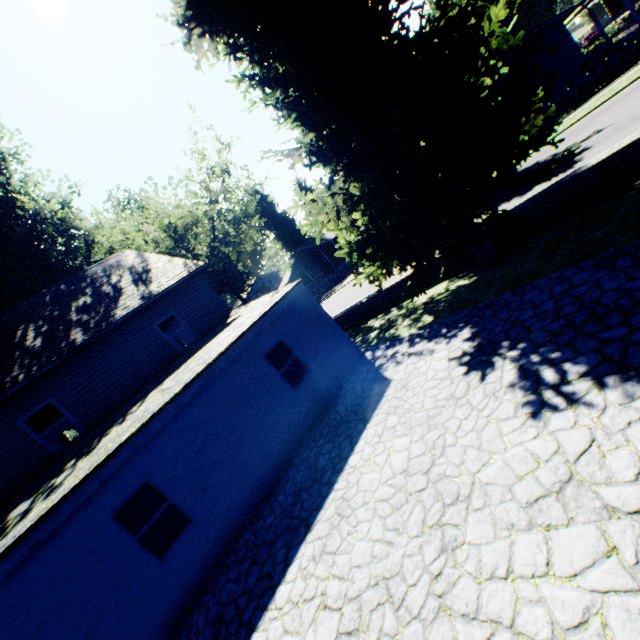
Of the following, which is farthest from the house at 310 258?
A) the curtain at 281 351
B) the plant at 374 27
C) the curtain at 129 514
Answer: the curtain at 129 514

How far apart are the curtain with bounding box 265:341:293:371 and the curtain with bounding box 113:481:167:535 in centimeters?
403cm

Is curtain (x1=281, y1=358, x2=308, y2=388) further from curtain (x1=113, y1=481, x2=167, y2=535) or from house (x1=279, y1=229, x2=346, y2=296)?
house (x1=279, y1=229, x2=346, y2=296)

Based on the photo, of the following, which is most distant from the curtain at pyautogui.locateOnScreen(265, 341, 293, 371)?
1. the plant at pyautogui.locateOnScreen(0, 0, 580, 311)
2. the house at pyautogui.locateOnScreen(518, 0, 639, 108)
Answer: the house at pyautogui.locateOnScreen(518, 0, 639, 108)

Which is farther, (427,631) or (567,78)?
(567,78)

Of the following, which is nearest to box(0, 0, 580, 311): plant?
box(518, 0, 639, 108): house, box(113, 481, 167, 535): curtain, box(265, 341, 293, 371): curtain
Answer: box(518, 0, 639, 108): house

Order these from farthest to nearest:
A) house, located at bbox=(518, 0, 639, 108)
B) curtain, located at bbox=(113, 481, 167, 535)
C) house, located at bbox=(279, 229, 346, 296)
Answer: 1. house, located at bbox=(279, 229, 346, 296)
2. house, located at bbox=(518, 0, 639, 108)
3. curtain, located at bbox=(113, 481, 167, 535)

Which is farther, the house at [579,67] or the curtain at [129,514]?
the house at [579,67]
